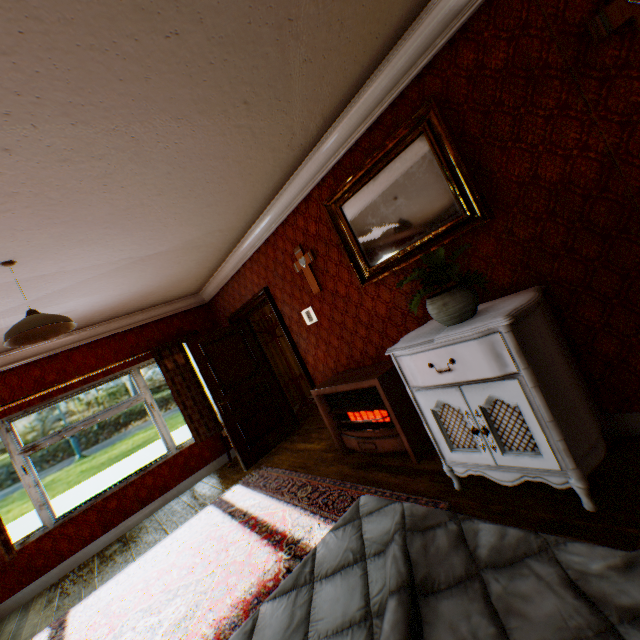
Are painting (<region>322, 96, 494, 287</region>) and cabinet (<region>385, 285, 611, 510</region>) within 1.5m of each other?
yes

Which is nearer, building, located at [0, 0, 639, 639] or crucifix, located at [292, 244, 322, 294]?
building, located at [0, 0, 639, 639]

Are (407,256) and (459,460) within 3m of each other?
yes

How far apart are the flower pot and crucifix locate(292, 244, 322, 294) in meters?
1.8 m

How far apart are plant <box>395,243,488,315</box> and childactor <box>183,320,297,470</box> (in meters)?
3.87

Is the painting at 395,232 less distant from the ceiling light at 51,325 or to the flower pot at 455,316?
the flower pot at 455,316

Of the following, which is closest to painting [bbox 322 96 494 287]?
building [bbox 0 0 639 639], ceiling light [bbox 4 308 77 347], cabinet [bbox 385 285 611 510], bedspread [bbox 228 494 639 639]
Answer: building [bbox 0 0 639 639]

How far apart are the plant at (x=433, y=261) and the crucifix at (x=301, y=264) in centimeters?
172cm
